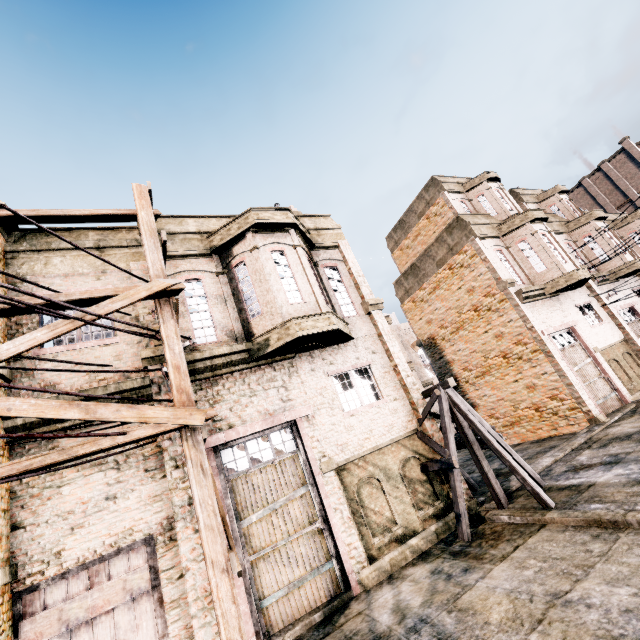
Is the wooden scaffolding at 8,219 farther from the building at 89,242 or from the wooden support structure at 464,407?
the wooden support structure at 464,407

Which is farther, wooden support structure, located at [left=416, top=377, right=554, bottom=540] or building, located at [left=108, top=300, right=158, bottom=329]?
building, located at [left=108, top=300, right=158, bottom=329]

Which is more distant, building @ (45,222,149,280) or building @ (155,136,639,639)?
building @ (45,222,149,280)

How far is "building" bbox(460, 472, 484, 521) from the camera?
9.6m

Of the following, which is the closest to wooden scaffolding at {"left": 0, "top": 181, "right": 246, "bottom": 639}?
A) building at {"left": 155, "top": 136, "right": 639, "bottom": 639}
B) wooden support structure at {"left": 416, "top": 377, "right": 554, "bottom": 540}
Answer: building at {"left": 155, "top": 136, "right": 639, "bottom": 639}

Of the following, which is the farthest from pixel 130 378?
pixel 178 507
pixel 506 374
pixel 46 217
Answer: pixel 506 374

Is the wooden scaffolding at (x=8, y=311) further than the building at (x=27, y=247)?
No
